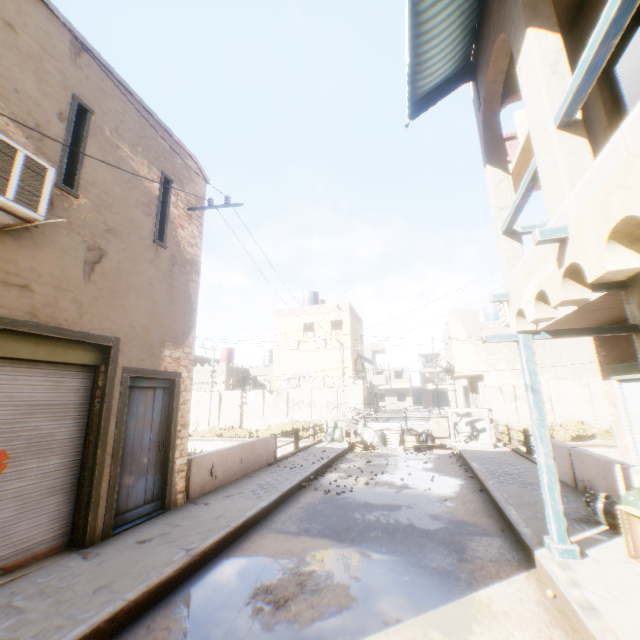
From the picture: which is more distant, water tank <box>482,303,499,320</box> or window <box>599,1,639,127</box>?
water tank <box>482,303,499,320</box>

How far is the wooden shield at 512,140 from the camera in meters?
11.0

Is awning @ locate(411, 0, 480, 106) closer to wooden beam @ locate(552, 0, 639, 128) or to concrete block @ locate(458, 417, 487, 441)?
wooden beam @ locate(552, 0, 639, 128)

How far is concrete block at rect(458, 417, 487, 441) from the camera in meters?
14.8

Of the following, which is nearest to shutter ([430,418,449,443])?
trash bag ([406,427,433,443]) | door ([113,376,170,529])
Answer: trash bag ([406,427,433,443])

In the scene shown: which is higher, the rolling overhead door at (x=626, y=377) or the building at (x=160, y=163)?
the building at (x=160, y=163)

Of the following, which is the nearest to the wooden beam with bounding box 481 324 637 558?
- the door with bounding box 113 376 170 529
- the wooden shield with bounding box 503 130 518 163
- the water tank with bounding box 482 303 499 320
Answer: the door with bounding box 113 376 170 529

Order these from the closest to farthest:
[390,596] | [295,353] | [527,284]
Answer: [390,596]
[527,284]
[295,353]
